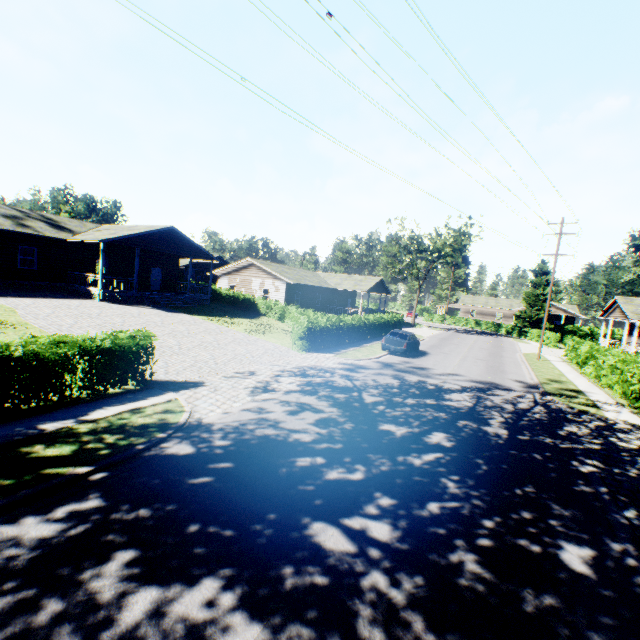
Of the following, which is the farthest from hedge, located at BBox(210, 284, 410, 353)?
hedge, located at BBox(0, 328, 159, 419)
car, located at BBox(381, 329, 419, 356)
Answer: hedge, located at BBox(0, 328, 159, 419)

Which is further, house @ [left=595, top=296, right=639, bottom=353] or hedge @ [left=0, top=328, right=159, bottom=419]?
house @ [left=595, top=296, right=639, bottom=353]

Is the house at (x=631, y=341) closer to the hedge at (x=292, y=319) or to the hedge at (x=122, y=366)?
the hedge at (x=292, y=319)

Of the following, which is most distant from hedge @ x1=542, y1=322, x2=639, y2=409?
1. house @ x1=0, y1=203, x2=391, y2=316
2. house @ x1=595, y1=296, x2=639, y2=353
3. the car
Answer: house @ x1=0, y1=203, x2=391, y2=316

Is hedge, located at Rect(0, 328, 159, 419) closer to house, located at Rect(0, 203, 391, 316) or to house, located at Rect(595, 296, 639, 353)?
house, located at Rect(0, 203, 391, 316)

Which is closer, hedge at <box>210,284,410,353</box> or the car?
hedge at <box>210,284,410,353</box>

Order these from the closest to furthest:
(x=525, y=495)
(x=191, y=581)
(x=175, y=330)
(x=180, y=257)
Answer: (x=191, y=581), (x=525, y=495), (x=175, y=330), (x=180, y=257)

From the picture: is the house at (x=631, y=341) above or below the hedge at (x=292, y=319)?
above
